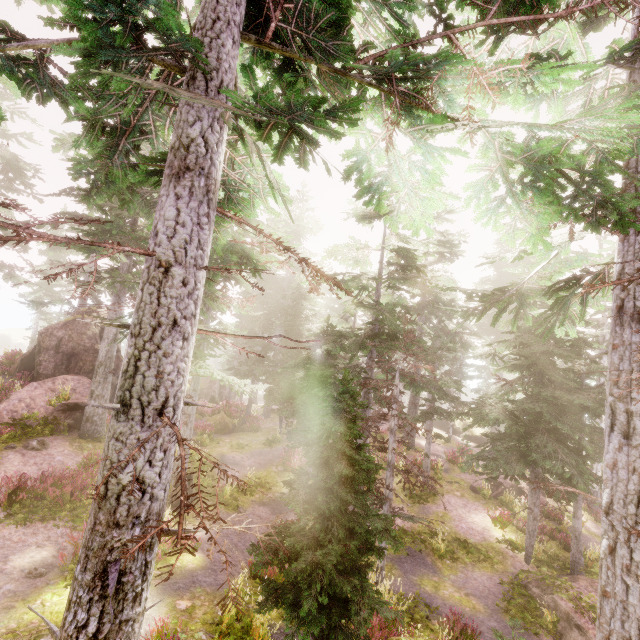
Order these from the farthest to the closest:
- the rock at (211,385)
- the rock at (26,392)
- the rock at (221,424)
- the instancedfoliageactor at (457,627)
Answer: the rock at (211,385) < the rock at (221,424) < the rock at (26,392) < the instancedfoliageactor at (457,627)

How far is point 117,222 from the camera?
9.3 meters

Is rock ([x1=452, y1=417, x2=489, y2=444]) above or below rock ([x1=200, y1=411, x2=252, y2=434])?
below

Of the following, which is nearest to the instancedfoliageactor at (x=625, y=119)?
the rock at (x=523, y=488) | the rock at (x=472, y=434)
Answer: the rock at (x=472, y=434)

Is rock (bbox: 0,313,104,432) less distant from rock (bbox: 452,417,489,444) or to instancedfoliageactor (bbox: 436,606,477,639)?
instancedfoliageactor (bbox: 436,606,477,639)

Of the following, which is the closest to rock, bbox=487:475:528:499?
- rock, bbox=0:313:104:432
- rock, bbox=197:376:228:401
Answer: rock, bbox=0:313:104:432

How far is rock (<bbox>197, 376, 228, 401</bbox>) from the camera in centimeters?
3944cm

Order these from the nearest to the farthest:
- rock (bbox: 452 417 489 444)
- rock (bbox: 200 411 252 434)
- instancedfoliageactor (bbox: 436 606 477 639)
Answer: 1. instancedfoliageactor (bbox: 436 606 477 639)
2. rock (bbox: 200 411 252 434)
3. rock (bbox: 452 417 489 444)
